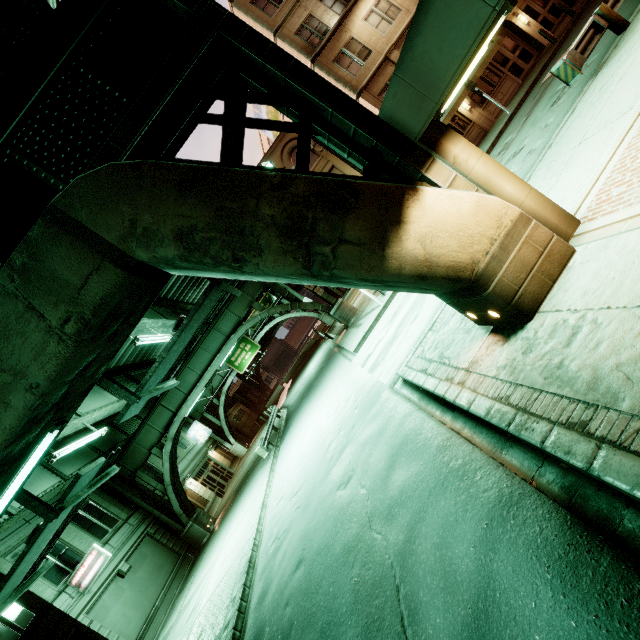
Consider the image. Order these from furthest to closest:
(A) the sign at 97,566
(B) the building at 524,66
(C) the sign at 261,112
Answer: (C) the sign at 261,112
(B) the building at 524,66
(A) the sign at 97,566

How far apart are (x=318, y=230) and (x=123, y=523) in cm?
2572

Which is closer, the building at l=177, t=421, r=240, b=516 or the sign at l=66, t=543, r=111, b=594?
the sign at l=66, t=543, r=111, b=594

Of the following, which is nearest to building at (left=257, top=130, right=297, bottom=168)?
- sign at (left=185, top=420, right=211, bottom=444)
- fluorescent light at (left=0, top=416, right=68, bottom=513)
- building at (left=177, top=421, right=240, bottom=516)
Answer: fluorescent light at (left=0, top=416, right=68, bottom=513)

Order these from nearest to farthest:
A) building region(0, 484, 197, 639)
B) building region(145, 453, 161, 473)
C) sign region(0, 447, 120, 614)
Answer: sign region(0, 447, 120, 614), building region(0, 484, 197, 639), building region(145, 453, 161, 473)

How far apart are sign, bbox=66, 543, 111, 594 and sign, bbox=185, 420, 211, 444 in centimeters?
1980cm

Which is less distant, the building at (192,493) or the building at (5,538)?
the building at (5,538)

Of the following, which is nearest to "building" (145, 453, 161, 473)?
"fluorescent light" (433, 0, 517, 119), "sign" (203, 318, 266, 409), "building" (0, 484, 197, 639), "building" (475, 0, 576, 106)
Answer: "building" (0, 484, 197, 639)
